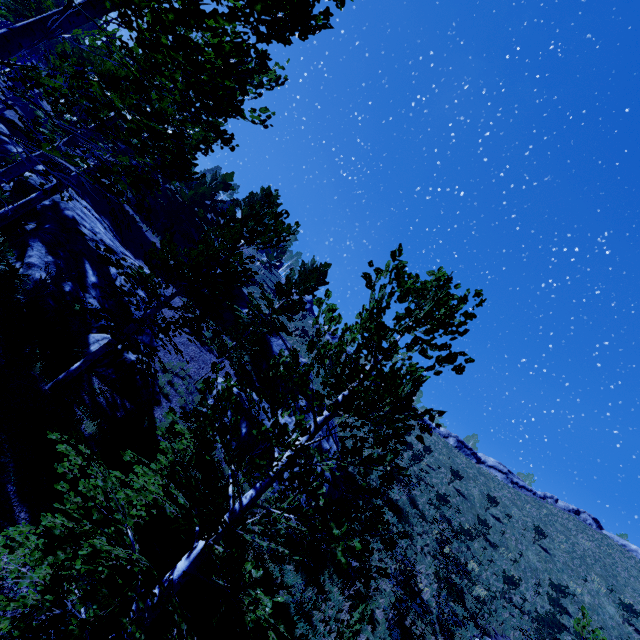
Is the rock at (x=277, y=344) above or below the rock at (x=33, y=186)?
above

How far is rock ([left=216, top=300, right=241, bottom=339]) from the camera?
23.39m

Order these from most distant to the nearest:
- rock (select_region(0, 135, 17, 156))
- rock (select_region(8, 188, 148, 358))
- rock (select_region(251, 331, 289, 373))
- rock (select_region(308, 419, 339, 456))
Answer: rock (select_region(251, 331, 289, 373)), rock (select_region(308, 419, 339, 456)), rock (select_region(0, 135, 17, 156)), rock (select_region(8, 188, 148, 358))

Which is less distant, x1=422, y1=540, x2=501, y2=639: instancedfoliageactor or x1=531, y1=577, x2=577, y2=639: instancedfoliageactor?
x1=422, y1=540, x2=501, y2=639: instancedfoliageactor

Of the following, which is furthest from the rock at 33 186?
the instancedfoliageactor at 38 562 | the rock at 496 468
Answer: the rock at 496 468

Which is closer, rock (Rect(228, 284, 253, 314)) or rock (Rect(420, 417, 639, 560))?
rock (Rect(228, 284, 253, 314))

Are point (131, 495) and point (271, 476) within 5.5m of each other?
yes
